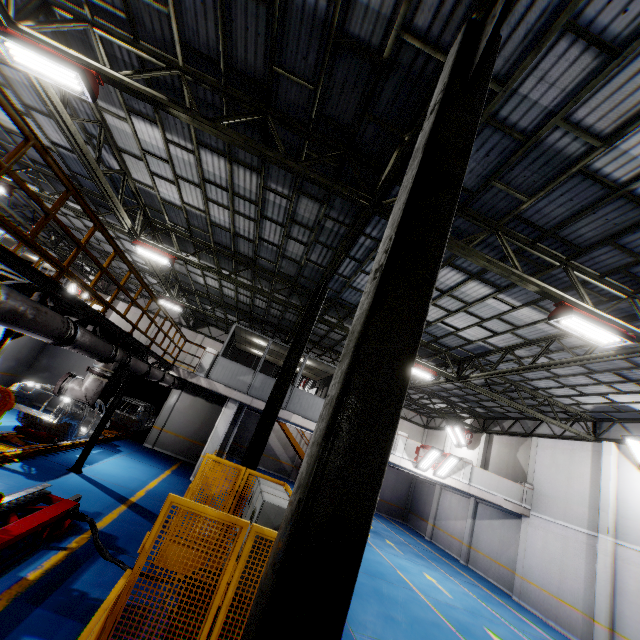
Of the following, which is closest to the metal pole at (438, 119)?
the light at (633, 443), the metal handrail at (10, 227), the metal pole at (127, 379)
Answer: the metal handrail at (10, 227)

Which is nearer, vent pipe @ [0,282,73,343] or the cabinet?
vent pipe @ [0,282,73,343]

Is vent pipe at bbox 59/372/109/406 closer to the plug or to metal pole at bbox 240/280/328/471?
the plug

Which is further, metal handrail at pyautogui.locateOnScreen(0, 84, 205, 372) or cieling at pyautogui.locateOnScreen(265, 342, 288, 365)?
cieling at pyautogui.locateOnScreen(265, 342, 288, 365)

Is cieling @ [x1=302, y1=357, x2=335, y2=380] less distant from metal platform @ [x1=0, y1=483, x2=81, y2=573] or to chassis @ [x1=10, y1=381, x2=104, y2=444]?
chassis @ [x1=10, y1=381, x2=104, y2=444]

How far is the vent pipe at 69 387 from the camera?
7.41m

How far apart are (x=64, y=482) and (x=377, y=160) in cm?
1154

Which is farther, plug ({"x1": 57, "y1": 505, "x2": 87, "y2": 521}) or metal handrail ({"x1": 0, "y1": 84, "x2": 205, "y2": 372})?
plug ({"x1": 57, "y1": 505, "x2": 87, "y2": 521})
